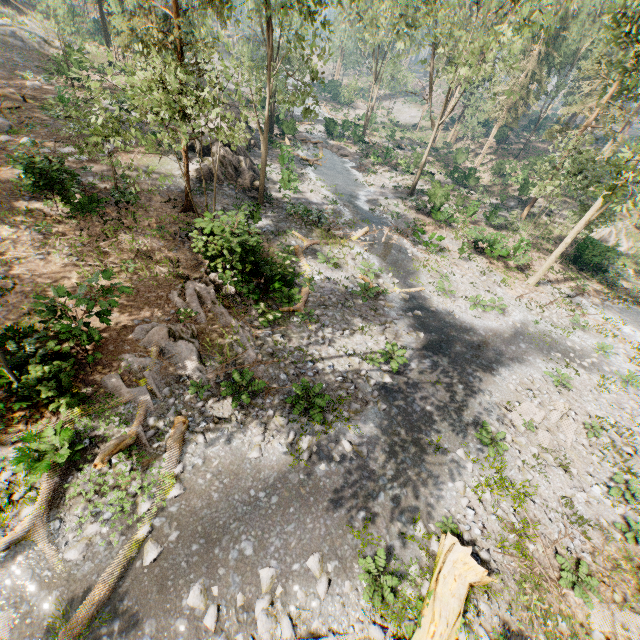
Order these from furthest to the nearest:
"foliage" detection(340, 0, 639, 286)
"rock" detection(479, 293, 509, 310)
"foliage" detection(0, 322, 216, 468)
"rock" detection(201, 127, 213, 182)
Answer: "rock" detection(201, 127, 213, 182) → "rock" detection(479, 293, 509, 310) → "foliage" detection(340, 0, 639, 286) → "foliage" detection(0, 322, 216, 468)

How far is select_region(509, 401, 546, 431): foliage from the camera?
13.85m

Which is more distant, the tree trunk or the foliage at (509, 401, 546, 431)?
the foliage at (509, 401, 546, 431)

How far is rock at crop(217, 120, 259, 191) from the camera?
23.50m

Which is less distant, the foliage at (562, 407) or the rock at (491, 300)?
the foliage at (562, 407)

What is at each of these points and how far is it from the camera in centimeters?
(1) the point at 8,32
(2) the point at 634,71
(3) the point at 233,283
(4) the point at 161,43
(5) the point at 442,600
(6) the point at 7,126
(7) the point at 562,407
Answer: (1) rock, 3288cm
(2) foliage, 1571cm
(3) foliage, 1446cm
(4) foliage, 1504cm
(5) tree trunk, 816cm
(6) rock, 2112cm
(7) foliage, 1498cm

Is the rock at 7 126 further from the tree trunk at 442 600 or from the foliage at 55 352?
the tree trunk at 442 600

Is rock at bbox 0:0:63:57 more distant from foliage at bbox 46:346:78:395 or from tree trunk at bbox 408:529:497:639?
tree trunk at bbox 408:529:497:639
